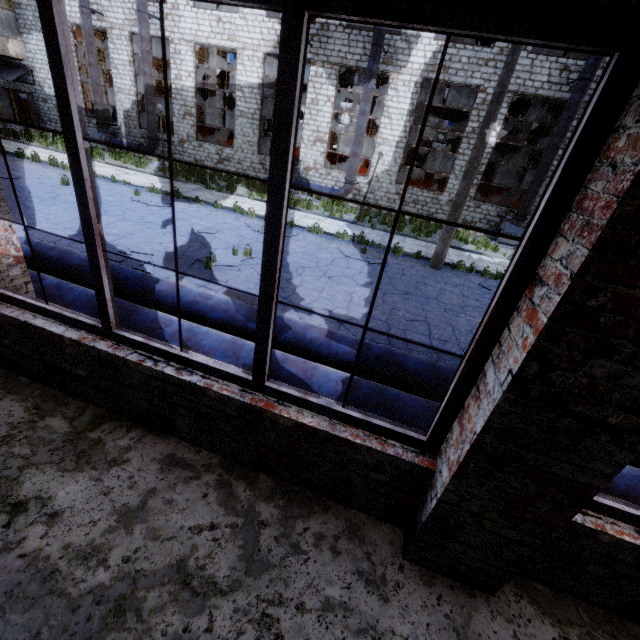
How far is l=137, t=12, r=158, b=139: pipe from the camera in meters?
18.1 m

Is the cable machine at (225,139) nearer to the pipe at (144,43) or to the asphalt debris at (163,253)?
the pipe at (144,43)

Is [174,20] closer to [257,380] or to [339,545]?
[257,380]

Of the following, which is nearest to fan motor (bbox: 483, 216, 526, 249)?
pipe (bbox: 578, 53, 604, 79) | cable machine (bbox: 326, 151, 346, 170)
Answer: pipe (bbox: 578, 53, 604, 79)

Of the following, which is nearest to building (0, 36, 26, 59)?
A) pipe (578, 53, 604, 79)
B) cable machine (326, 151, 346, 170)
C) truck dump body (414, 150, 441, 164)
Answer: cable machine (326, 151, 346, 170)

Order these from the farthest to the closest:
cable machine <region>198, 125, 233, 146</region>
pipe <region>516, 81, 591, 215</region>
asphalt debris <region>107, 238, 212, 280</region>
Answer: cable machine <region>198, 125, 233, 146</region> → pipe <region>516, 81, 591, 215</region> → asphalt debris <region>107, 238, 212, 280</region>

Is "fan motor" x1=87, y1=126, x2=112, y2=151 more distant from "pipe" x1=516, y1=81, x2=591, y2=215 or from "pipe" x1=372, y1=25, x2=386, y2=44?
"pipe" x1=516, y1=81, x2=591, y2=215

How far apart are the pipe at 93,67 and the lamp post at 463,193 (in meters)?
23.47
